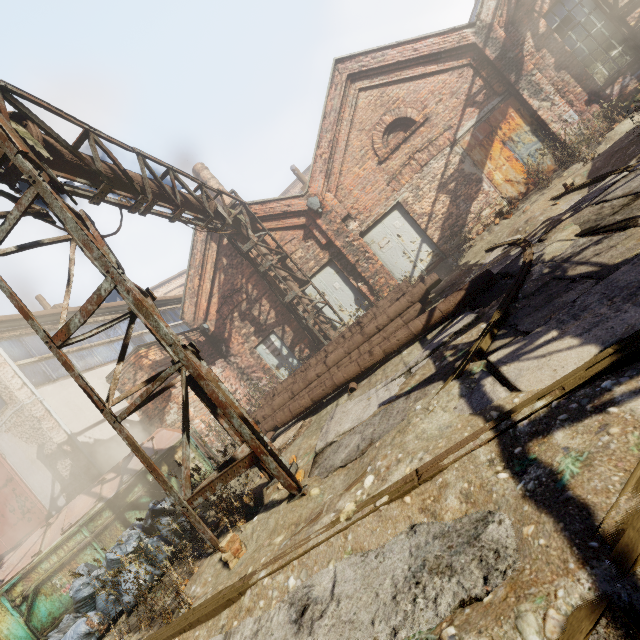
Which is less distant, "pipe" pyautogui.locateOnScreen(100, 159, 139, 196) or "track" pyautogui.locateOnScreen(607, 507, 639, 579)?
"track" pyautogui.locateOnScreen(607, 507, 639, 579)

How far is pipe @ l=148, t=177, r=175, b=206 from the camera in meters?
6.9

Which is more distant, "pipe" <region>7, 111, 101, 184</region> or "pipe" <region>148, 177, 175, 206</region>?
"pipe" <region>148, 177, 175, 206</region>

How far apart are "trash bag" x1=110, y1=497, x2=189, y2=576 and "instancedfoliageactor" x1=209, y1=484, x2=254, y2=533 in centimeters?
141cm

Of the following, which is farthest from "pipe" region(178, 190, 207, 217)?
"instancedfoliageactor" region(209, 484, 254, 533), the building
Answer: the building

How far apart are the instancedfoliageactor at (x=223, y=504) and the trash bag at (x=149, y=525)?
1.4 meters

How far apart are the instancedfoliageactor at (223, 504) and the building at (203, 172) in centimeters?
1575cm

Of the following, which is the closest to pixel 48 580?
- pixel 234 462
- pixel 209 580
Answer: pixel 209 580
